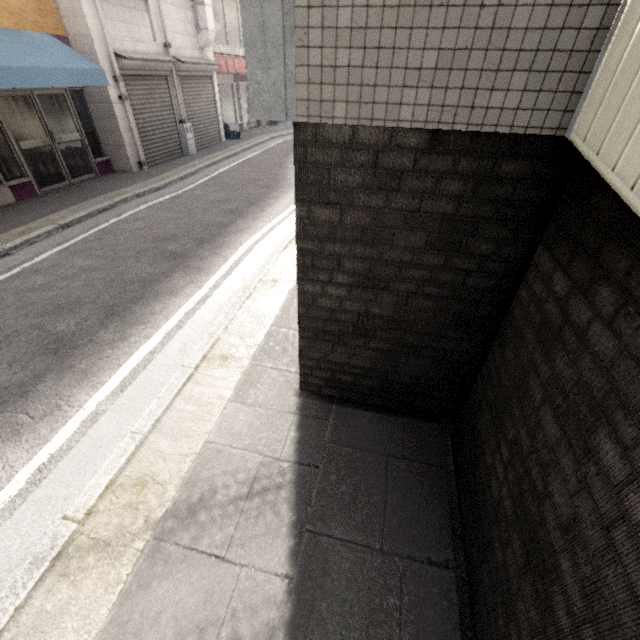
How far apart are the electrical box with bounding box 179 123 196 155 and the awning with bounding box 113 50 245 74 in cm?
163

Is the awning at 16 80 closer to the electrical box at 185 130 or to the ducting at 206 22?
the electrical box at 185 130

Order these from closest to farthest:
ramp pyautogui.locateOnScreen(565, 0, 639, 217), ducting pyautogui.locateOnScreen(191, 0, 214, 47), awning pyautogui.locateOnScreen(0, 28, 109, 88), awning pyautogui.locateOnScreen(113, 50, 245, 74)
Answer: ramp pyautogui.locateOnScreen(565, 0, 639, 217)
awning pyautogui.locateOnScreen(0, 28, 109, 88)
awning pyautogui.locateOnScreen(113, 50, 245, 74)
ducting pyautogui.locateOnScreen(191, 0, 214, 47)

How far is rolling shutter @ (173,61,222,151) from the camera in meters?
10.8 m

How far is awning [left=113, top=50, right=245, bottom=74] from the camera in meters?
8.4

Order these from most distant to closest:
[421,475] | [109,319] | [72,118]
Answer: [72,118], [109,319], [421,475]

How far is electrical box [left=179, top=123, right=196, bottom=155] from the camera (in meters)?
10.97

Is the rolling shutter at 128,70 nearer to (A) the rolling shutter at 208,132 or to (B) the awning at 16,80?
(A) the rolling shutter at 208,132
